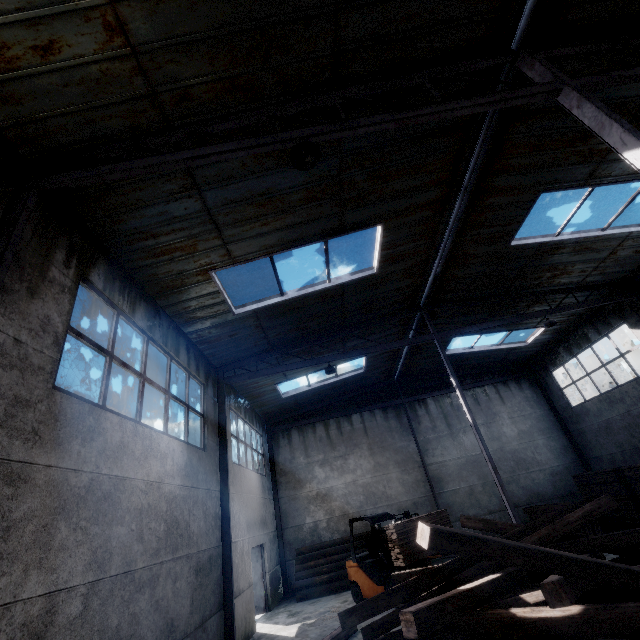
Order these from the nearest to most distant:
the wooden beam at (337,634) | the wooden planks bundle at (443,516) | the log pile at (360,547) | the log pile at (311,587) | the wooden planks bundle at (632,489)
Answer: the wooden beam at (337,634) → the wooden planks bundle at (443,516) → the wooden planks bundle at (632,489) → the log pile at (311,587) → the log pile at (360,547)

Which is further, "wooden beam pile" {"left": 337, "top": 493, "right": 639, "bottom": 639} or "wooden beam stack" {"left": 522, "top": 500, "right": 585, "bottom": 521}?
"wooden beam stack" {"left": 522, "top": 500, "right": 585, "bottom": 521}

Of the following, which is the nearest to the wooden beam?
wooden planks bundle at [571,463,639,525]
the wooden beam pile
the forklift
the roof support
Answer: the wooden beam pile

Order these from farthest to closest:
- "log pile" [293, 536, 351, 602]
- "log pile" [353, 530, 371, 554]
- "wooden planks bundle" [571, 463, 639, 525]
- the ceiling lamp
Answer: "log pile" [353, 530, 371, 554], "log pile" [293, 536, 351, 602], "wooden planks bundle" [571, 463, 639, 525], the ceiling lamp

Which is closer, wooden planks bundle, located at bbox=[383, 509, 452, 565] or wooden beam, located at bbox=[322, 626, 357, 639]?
wooden beam, located at bbox=[322, 626, 357, 639]

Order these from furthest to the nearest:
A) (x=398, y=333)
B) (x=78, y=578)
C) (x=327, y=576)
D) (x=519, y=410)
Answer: (x=519, y=410) → (x=398, y=333) → (x=327, y=576) → (x=78, y=578)

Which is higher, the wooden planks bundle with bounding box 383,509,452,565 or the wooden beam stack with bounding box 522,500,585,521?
the wooden planks bundle with bounding box 383,509,452,565

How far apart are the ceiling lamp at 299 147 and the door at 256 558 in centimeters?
1448cm
